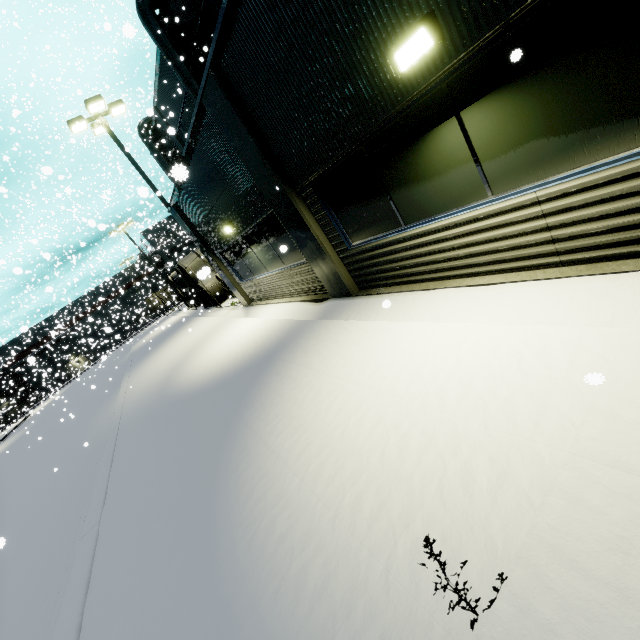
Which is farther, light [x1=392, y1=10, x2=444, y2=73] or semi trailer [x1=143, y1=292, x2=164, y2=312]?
semi trailer [x1=143, y1=292, x2=164, y2=312]

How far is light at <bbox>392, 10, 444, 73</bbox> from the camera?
3.08m

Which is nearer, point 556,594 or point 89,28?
point 556,594

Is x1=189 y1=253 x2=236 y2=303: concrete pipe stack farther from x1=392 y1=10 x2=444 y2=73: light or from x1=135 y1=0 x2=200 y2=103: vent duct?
x1=392 y1=10 x2=444 y2=73: light

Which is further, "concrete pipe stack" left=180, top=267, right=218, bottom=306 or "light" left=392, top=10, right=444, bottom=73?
"concrete pipe stack" left=180, top=267, right=218, bottom=306

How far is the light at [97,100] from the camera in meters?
12.7 m

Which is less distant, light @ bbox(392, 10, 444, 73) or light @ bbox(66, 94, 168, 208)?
light @ bbox(392, 10, 444, 73)

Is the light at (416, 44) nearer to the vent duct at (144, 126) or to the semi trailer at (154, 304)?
the vent duct at (144, 126)
